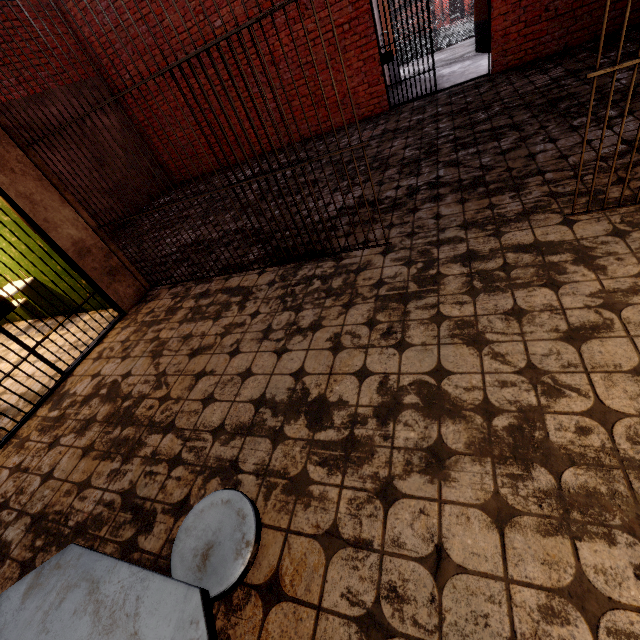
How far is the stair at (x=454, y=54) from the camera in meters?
9.1

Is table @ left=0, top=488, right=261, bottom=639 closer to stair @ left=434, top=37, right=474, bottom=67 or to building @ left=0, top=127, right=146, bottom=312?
building @ left=0, top=127, right=146, bottom=312

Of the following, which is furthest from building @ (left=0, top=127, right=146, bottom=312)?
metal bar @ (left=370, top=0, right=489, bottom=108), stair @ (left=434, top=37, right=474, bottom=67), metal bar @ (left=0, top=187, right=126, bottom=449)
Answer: stair @ (left=434, top=37, right=474, bottom=67)

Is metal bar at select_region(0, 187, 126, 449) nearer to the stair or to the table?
the table

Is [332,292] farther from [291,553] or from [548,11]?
[548,11]

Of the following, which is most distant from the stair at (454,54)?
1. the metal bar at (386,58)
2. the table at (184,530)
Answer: the table at (184,530)

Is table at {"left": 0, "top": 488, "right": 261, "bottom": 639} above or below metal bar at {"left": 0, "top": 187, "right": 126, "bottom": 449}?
below

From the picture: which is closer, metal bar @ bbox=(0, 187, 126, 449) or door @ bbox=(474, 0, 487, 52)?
metal bar @ bbox=(0, 187, 126, 449)
